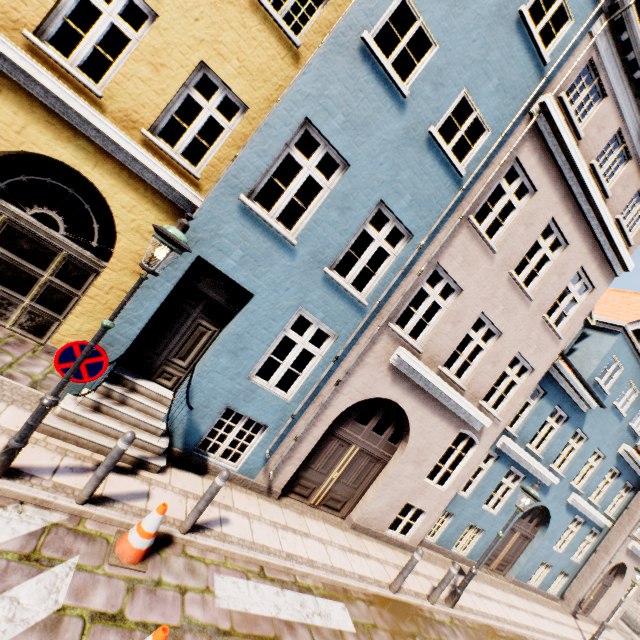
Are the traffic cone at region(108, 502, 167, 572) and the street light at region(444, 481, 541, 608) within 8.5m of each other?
yes

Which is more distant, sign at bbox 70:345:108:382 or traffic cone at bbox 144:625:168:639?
sign at bbox 70:345:108:382

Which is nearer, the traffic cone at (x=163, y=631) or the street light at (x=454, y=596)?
the traffic cone at (x=163, y=631)

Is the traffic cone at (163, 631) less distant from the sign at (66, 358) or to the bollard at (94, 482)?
the bollard at (94, 482)

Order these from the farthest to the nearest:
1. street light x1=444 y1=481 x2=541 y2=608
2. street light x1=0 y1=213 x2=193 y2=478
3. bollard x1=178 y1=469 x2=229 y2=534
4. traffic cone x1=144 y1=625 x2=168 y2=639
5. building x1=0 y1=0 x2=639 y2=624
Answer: street light x1=444 y1=481 x2=541 y2=608
building x1=0 y1=0 x2=639 y2=624
bollard x1=178 y1=469 x2=229 y2=534
street light x1=0 y1=213 x2=193 y2=478
traffic cone x1=144 y1=625 x2=168 y2=639

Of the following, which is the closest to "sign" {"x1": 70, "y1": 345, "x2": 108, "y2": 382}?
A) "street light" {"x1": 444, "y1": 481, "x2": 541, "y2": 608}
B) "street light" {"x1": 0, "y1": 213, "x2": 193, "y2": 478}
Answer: "street light" {"x1": 0, "y1": 213, "x2": 193, "y2": 478}

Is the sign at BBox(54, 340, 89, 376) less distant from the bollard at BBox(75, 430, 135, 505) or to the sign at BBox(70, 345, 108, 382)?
the sign at BBox(70, 345, 108, 382)

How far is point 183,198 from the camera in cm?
656
